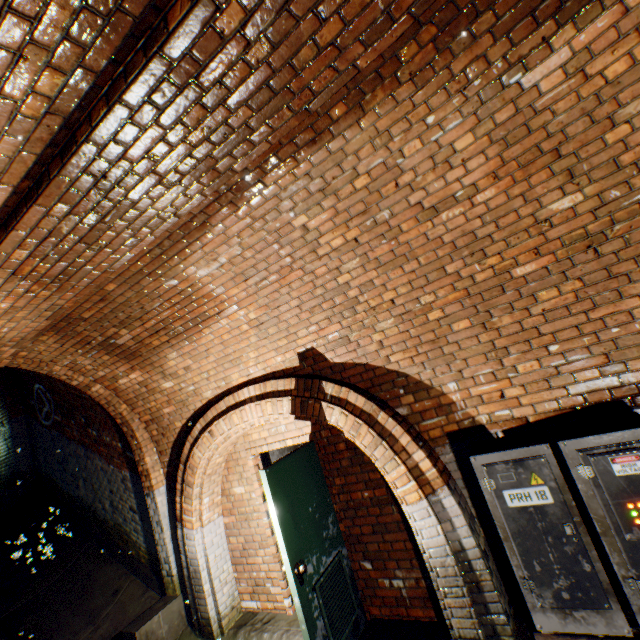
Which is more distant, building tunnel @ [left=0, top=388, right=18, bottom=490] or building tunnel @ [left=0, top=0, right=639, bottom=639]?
building tunnel @ [left=0, top=388, right=18, bottom=490]

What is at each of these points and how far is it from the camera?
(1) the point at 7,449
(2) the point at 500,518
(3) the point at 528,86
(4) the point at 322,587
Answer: (1) building tunnel, 8.5 meters
(2) electrical box, 2.6 meters
(3) building tunnel, 2.0 meters
(4) door, 3.3 meters

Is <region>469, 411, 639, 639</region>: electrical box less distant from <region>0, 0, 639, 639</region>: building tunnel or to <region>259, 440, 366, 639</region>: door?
<region>0, 0, 639, 639</region>: building tunnel

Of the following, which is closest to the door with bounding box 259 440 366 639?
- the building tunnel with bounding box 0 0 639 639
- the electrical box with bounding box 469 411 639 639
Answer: the building tunnel with bounding box 0 0 639 639

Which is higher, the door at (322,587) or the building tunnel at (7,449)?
the building tunnel at (7,449)

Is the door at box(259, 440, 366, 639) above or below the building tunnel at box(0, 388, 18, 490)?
below

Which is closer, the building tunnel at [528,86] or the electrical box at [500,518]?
the building tunnel at [528,86]
